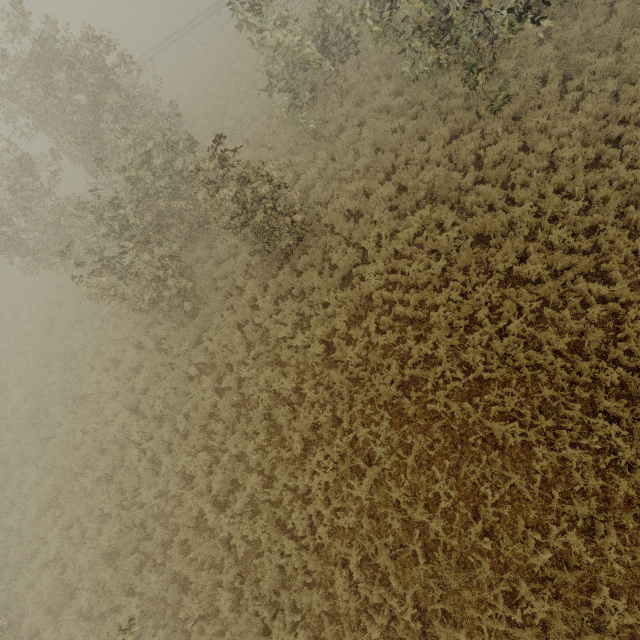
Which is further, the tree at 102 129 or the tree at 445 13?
the tree at 102 129

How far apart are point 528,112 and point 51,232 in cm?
1792

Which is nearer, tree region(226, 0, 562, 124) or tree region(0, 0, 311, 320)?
tree region(226, 0, 562, 124)
